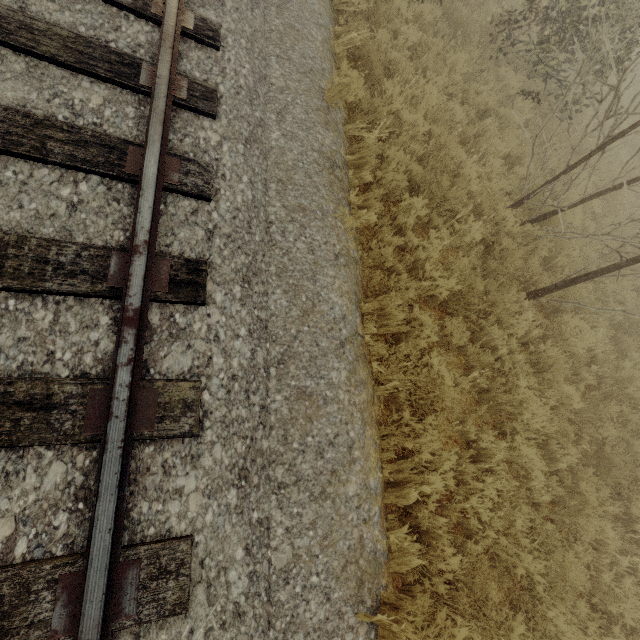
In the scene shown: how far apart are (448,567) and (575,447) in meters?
3.4 m
